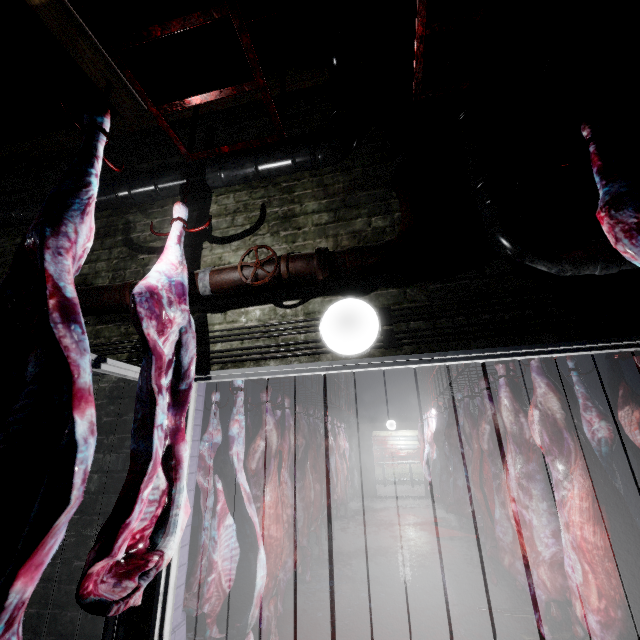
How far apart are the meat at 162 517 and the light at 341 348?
0.62m

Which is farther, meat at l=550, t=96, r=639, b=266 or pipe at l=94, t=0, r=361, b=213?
pipe at l=94, t=0, r=361, b=213

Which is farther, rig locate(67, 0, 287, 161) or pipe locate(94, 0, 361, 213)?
pipe locate(94, 0, 361, 213)

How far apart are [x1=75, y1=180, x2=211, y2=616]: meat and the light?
0.6m

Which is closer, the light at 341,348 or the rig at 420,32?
the rig at 420,32

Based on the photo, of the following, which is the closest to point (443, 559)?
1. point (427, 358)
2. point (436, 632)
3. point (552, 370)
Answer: point (436, 632)

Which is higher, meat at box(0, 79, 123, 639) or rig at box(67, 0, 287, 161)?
rig at box(67, 0, 287, 161)

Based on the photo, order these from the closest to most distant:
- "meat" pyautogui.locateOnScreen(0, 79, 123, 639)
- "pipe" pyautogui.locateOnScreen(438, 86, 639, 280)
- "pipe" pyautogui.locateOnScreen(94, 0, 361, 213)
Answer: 1. "meat" pyautogui.locateOnScreen(0, 79, 123, 639)
2. "pipe" pyautogui.locateOnScreen(438, 86, 639, 280)
3. "pipe" pyautogui.locateOnScreen(94, 0, 361, 213)
